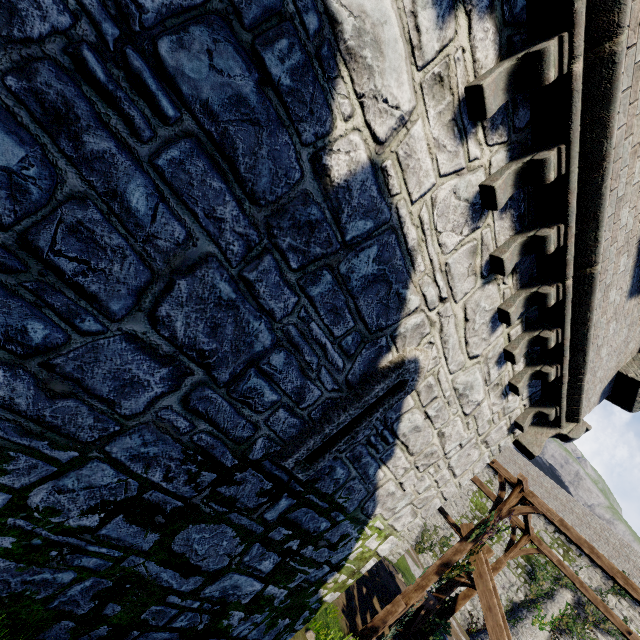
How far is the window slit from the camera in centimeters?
412cm

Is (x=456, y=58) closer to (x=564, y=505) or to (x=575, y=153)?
(x=575, y=153)

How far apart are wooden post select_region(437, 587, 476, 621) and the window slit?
15.5 meters

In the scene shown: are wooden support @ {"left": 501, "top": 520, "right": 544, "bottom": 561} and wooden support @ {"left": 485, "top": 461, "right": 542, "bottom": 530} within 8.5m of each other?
yes

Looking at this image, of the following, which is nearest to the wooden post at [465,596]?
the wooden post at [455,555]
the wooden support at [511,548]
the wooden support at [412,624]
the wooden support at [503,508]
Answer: the wooden support at [511,548]

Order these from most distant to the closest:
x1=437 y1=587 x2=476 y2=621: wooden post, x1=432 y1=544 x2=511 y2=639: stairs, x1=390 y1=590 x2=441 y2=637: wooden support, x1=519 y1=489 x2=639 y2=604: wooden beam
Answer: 1. x1=437 y1=587 x2=476 y2=621: wooden post
2. x1=390 y1=590 x2=441 y2=637: wooden support
3. x1=432 y1=544 x2=511 y2=639: stairs
4. x1=519 y1=489 x2=639 y2=604: wooden beam

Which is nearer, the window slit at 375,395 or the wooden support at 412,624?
the window slit at 375,395

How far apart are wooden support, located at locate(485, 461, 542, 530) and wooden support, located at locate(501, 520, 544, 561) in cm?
337
